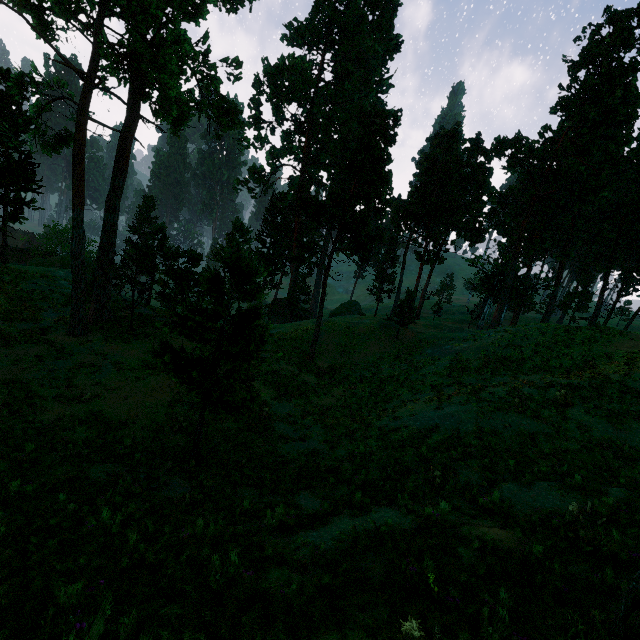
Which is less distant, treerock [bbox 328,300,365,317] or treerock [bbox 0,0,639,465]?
treerock [bbox 0,0,639,465]

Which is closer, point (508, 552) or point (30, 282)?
point (508, 552)

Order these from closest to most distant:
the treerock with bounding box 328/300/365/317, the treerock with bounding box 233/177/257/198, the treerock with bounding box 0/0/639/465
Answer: the treerock with bounding box 0/0/639/465 < the treerock with bounding box 233/177/257/198 < the treerock with bounding box 328/300/365/317

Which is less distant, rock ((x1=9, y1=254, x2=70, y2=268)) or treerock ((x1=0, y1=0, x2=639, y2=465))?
treerock ((x1=0, y1=0, x2=639, y2=465))

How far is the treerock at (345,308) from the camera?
52.8m

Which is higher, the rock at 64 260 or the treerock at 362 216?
the treerock at 362 216
